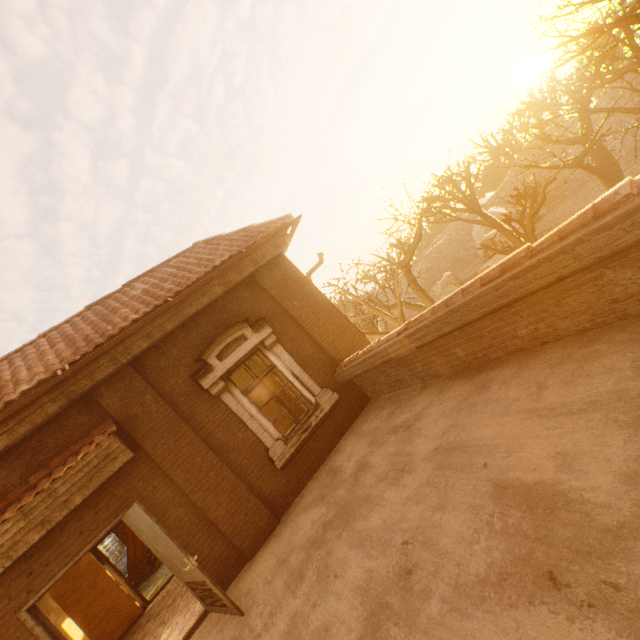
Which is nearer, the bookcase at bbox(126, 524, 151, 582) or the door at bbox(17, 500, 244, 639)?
the door at bbox(17, 500, 244, 639)

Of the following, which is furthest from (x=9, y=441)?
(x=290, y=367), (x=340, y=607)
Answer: (x=340, y=607)

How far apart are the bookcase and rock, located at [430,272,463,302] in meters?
35.4

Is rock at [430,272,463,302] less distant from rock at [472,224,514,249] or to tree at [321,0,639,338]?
rock at [472,224,514,249]

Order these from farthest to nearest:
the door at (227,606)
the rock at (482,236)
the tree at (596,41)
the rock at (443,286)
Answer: the rock at (443,286), the rock at (482,236), the tree at (596,41), the door at (227,606)

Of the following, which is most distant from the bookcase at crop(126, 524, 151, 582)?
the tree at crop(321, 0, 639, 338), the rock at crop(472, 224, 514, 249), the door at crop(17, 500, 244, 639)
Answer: the rock at crop(472, 224, 514, 249)

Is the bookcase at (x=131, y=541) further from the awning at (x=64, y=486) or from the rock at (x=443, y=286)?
the rock at (x=443, y=286)

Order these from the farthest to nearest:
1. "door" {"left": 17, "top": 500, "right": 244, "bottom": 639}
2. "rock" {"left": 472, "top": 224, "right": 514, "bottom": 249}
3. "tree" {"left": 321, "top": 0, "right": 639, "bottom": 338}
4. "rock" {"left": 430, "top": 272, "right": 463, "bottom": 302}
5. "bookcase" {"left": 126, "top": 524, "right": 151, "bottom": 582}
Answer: "rock" {"left": 430, "top": 272, "right": 463, "bottom": 302}, "rock" {"left": 472, "top": 224, "right": 514, "bottom": 249}, "bookcase" {"left": 126, "top": 524, "right": 151, "bottom": 582}, "tree" {"left": 321, "top": 0, "right": 639, "bottom": 338}, "door" {"left": 17, "top": 500, "right": 244, "bottom": 639}
